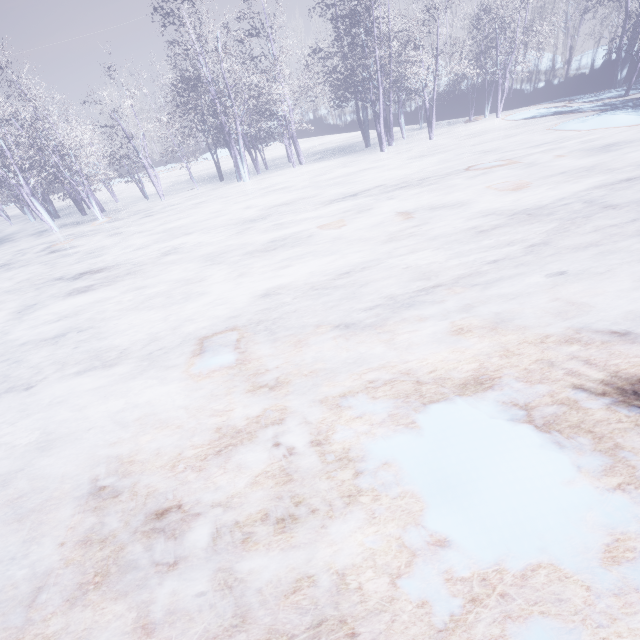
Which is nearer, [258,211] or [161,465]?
[161,465]
